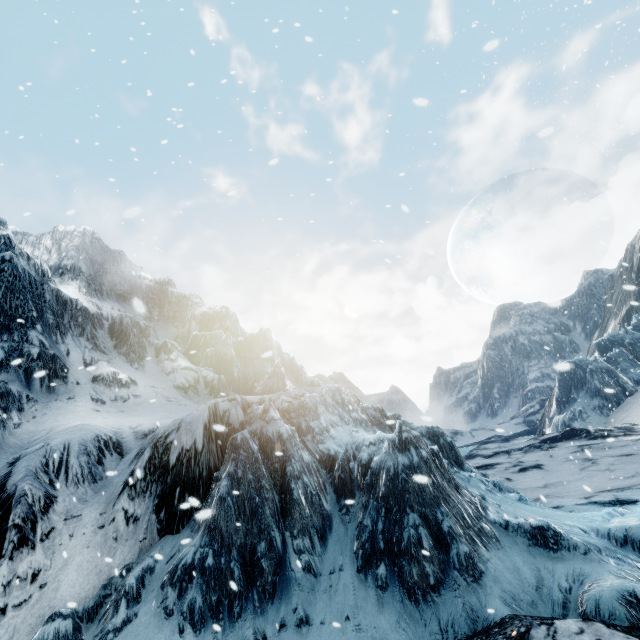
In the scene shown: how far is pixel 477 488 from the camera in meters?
8.7
